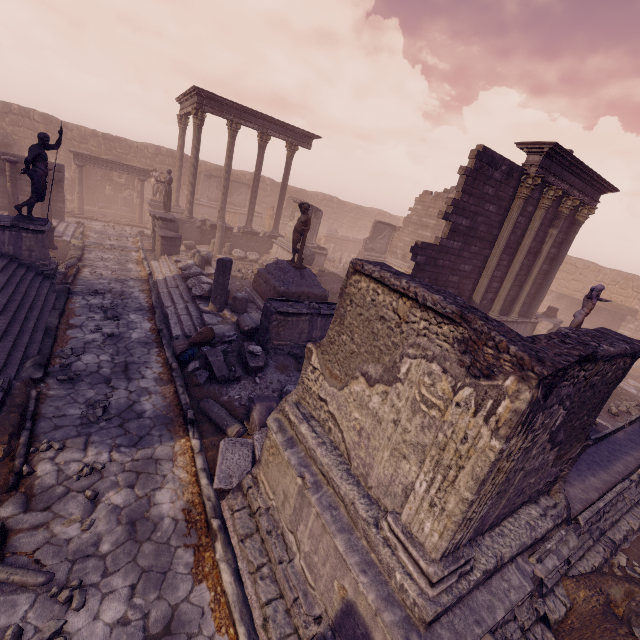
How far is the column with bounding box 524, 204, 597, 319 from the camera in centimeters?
1434cm

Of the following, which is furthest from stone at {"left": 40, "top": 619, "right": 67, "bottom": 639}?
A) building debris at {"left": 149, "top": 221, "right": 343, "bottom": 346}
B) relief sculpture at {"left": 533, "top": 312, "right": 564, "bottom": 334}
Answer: relief sculpture at {"left": 533, "top": 312, "right": 564, "bottom": 334}

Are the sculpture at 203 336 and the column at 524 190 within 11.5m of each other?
yes

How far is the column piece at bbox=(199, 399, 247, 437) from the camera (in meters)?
6.11

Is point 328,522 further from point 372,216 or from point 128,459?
point 372,216

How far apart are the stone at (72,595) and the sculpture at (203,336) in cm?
496

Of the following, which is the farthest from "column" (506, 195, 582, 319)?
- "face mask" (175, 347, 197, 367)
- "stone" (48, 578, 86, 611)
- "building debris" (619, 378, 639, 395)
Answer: "stone" (48, 578, 86, 611)

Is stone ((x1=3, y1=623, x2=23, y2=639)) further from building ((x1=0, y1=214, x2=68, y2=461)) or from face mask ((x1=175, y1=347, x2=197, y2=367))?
face mask ((x1=175, y1=347, x2=197, y2=367))
